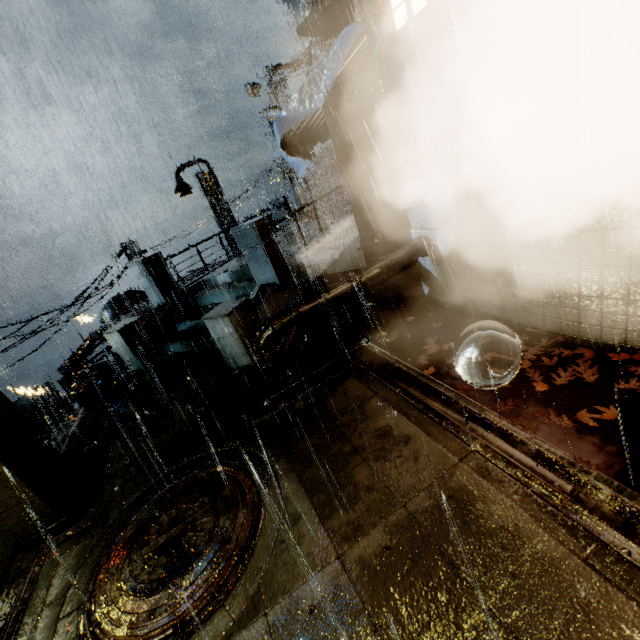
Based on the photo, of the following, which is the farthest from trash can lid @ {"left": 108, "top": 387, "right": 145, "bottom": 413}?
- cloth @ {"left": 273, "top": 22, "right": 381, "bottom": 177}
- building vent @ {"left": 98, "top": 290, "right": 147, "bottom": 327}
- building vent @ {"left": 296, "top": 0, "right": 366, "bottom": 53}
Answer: building vent @ {"left": 98, "top": 290, "right": 147, "bottom": 327}

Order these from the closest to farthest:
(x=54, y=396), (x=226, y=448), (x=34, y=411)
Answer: (x=226, y=448) < (x=34, y=411) < (x=54, y=396)

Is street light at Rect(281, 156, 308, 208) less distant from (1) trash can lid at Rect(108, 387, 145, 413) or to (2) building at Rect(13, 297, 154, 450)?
(2) building at Rect(13, 297, 154, 450)

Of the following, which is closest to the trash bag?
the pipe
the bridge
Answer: the bridge

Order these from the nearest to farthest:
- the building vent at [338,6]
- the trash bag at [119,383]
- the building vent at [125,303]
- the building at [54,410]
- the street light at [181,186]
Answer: the trash bag at [119,383] < the building at [54,410] < the building vent at [338,6] < the street light at [181,186] < the building vent at [125,303]

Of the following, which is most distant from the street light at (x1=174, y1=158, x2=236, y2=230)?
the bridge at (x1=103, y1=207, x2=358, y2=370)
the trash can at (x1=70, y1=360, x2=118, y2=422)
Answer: the trash can at (x1=70, y1=360, x2=118, y2=422)

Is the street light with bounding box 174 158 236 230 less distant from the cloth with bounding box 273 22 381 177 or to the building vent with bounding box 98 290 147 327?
the building vent with bounding box 98 290 147 327

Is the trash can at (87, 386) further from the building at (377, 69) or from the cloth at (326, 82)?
the cloth at (326, 82)
